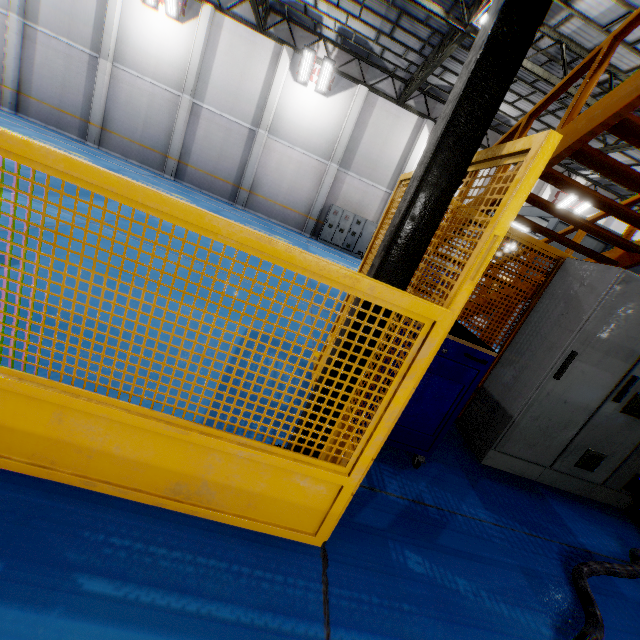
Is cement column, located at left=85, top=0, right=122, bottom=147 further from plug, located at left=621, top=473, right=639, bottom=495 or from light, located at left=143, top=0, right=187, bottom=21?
plug, located at left=621, top=473, right=639, bottom=495

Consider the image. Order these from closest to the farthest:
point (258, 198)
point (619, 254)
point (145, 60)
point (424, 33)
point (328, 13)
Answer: point (619, 254) < point (424, 33) < point (328, 13) < point (145, 60) < point (258, 198)

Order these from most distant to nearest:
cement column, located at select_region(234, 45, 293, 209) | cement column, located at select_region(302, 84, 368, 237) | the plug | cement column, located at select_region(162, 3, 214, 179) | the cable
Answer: cement column, located at select_region(302, 84, 368, 237), cement column, located at select_region(234, 45, 293, 209), cement column, located at select_region(162, 3, 214, 179), the plug, the cable

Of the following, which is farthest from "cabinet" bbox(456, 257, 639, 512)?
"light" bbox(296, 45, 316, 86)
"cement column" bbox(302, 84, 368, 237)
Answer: "light" bbox(296, 45, 316, 86)

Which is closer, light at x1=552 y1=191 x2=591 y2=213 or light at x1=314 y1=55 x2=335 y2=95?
light at x1=314 y1=55 x2=335 y2=95

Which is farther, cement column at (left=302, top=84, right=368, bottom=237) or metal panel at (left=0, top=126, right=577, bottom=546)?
cement column at (left=302, top=84, right=368, bottom=237)

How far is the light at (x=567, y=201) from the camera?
18.04m

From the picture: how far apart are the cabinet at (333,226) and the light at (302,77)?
5.7 meters
